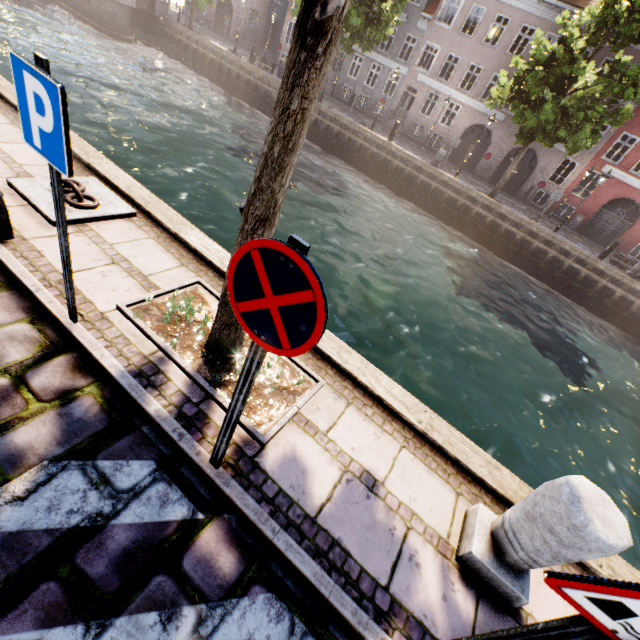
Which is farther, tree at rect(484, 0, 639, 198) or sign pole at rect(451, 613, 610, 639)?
tree at rect(484, 0, 639, 198)

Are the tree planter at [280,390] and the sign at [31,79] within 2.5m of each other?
yes

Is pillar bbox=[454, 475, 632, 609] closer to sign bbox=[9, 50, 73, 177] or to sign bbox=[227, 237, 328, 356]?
sign bbox=[227, 237, 328, 356]

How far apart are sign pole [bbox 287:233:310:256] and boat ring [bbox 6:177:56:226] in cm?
334

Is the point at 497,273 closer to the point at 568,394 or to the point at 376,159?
the point at 568,394

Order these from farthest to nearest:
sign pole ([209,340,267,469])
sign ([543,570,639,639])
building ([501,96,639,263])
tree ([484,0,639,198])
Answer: building ([501,96,639,263]) → tree ([484,0,639,198]) → sign pole ([209,340,267,469]) → sign ([543,570,639,639])

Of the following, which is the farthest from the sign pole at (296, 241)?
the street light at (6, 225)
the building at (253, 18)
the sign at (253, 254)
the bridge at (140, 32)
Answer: the building at (253, 18)

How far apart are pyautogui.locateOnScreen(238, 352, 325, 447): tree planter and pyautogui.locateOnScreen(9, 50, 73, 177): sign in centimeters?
144cm
